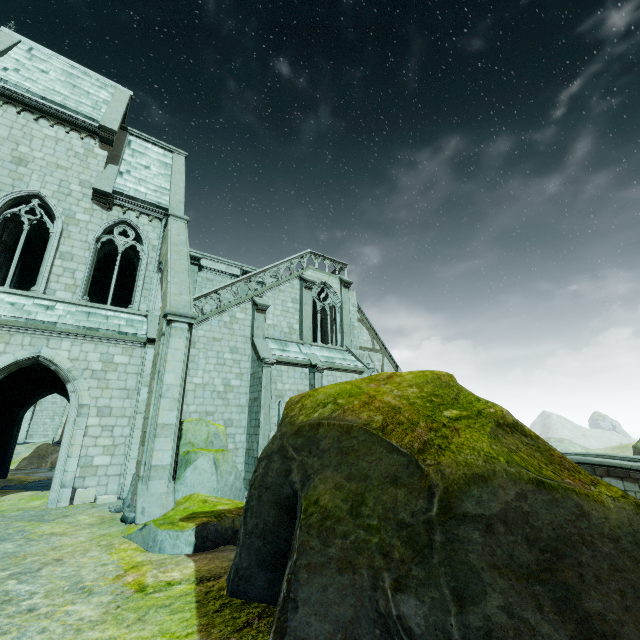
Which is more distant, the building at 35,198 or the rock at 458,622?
the building at 35,198

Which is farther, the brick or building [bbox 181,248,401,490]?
building [bbox 181,248,401,490]

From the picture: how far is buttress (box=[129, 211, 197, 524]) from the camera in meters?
8.5 m

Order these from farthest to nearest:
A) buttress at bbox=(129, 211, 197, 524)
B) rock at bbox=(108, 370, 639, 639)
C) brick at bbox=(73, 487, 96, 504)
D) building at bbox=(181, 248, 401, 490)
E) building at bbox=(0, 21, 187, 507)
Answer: building at bbox=(181, 248, 401, 490), building at bbox=(0, 21, 187, 507), brick at bbox=(73, 487, 96, 504), buttress at bbox=(129, 211, 197, 524), rock at bbox=(108, 370, 639, 639)

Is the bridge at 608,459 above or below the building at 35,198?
below

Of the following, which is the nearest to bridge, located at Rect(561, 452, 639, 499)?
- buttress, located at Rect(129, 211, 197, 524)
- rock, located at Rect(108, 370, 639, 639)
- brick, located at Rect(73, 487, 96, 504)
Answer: rock, located at Rect(108, 370, 639, 639)

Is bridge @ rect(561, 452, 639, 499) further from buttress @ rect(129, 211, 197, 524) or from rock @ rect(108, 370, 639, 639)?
buttress @ rect(129, 211, 197, 524)

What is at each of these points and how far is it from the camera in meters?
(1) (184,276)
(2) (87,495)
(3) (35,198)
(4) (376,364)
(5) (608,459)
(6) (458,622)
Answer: (1) buttress, 11.9
(2) brick, 10.9
(3) building, 13.1
(4) building, 27.2
(5) bridge, 13.8
(6) rock, 2.5
